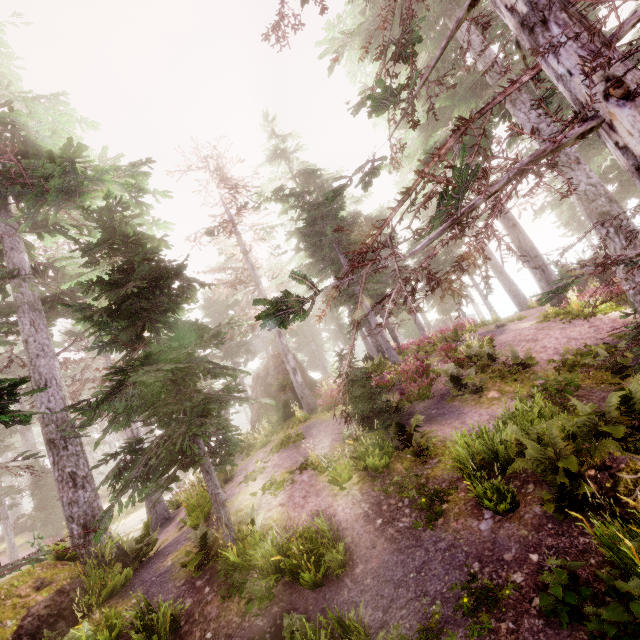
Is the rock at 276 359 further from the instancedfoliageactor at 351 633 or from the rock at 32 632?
the rock at 32 632

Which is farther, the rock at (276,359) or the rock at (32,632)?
the rock at (276,359)

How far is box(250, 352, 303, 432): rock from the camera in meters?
20.4

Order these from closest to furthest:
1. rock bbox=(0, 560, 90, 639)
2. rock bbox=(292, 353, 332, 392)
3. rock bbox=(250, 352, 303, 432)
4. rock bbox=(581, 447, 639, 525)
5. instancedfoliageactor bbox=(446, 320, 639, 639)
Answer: instancedfoliageactor bbox=(446, 320, 639, 639) < rock bbox=(581, 447, 639, 525) < rock bbox=(0, 560, 90, 639) < rock bbox=(250, 352, 303, 432) < rock bbox=(292, 353, 332, 392)

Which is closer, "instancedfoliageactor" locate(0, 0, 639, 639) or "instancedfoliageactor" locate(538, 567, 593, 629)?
"instancedfoliageactor" locate(0, 0, 639, 639)

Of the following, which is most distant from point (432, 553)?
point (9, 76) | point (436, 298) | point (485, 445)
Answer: point (436, 298)

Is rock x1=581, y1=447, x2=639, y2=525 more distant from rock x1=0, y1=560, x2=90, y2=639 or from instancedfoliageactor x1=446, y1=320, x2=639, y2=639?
rock x1=0, y1=560, x2=90, y2=639
